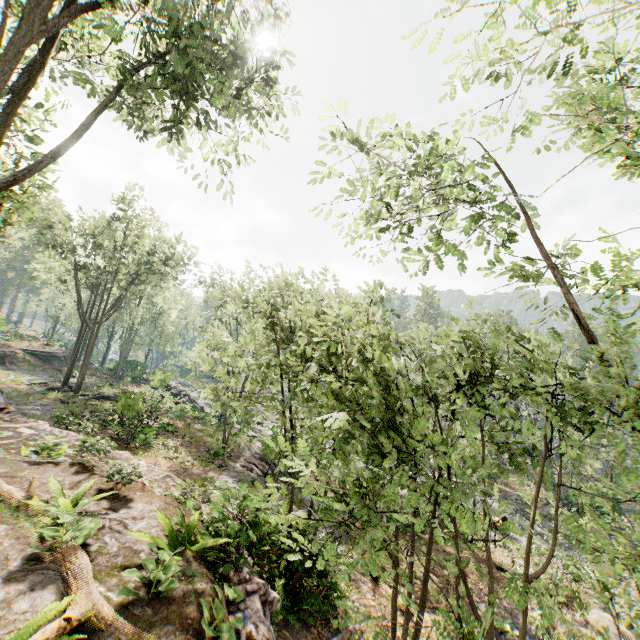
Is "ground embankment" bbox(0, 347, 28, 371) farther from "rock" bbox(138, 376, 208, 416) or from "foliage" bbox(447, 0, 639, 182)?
"foliage" bbox(447, 0, 639, 182)

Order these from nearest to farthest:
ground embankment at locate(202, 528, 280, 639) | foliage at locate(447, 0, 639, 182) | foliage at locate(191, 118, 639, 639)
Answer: foliage at locate(447, 0, 639, 182) < foliage at locate(191, 118, 639, 639) < ground embankment at locate(202, 528, 280, 639)

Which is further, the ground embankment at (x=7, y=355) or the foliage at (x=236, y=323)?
the ground embankment at (x=7, y=355)

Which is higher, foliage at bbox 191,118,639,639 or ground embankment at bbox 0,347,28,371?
foliage at bbox 191,118,639,639

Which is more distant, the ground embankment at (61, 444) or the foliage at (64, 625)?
the ground embankment at (61, 444)

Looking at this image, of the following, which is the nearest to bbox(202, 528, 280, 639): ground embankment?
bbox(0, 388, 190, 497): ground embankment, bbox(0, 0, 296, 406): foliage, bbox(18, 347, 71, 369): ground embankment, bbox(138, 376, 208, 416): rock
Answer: bbox(0, 0, 296, 406): foliage

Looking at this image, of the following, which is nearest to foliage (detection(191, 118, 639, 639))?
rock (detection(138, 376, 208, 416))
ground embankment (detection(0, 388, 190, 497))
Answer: rock (detection(138, 376, 208, 416))

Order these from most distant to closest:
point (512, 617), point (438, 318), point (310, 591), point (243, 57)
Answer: point (438, 318)
point (512, 617)
point (243, 57)
point (310, 591)
